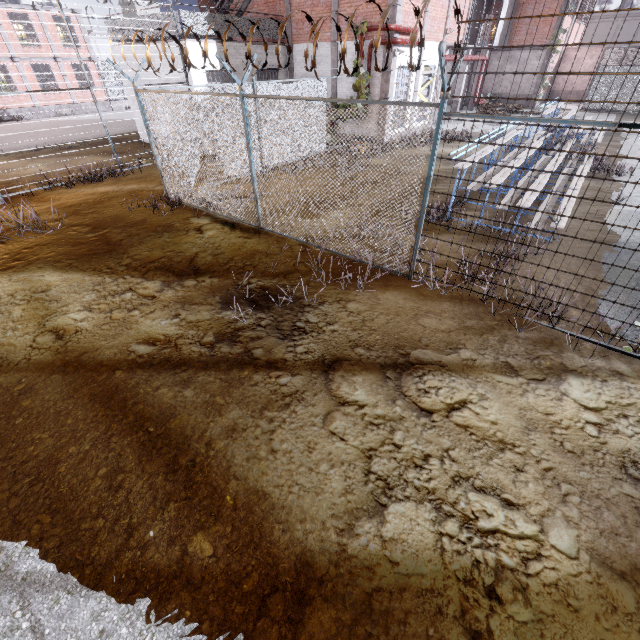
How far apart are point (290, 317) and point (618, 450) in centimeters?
431cm

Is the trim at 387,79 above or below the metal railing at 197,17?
below

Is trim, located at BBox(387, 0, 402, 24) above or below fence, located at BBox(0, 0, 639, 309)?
above

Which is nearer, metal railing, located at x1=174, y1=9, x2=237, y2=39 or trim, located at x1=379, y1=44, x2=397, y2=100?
metal railing, located at x1=174, y1=9, x2=237, y2=39

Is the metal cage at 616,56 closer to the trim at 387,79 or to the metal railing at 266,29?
the trim at 387,79

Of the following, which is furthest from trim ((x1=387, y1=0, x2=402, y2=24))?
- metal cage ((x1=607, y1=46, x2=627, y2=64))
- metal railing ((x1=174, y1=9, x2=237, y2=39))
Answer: metal cage ((x1=607, y1=46, x2=627, y2=64))

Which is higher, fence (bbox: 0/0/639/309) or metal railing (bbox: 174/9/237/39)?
metal railing (bbox: 174/9/237/39)

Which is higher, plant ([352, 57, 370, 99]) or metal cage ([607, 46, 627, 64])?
metal cage ([607, 46, 627, 64])
